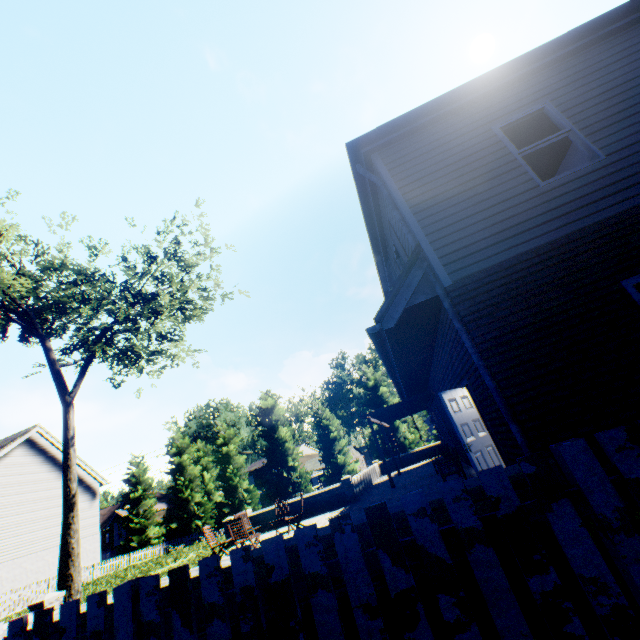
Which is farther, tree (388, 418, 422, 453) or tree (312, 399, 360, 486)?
tree (312, 399, 360, 486)

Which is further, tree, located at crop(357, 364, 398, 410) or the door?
tree, located at crop(357, 364, 398, 410)

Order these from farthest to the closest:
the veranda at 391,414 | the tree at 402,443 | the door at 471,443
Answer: the tree at 402,443 → the veranda at 391,414 → the door at 471,443

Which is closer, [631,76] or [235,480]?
[631,76]

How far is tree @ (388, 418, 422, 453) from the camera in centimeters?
2756cm

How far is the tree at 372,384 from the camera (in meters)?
29.73
